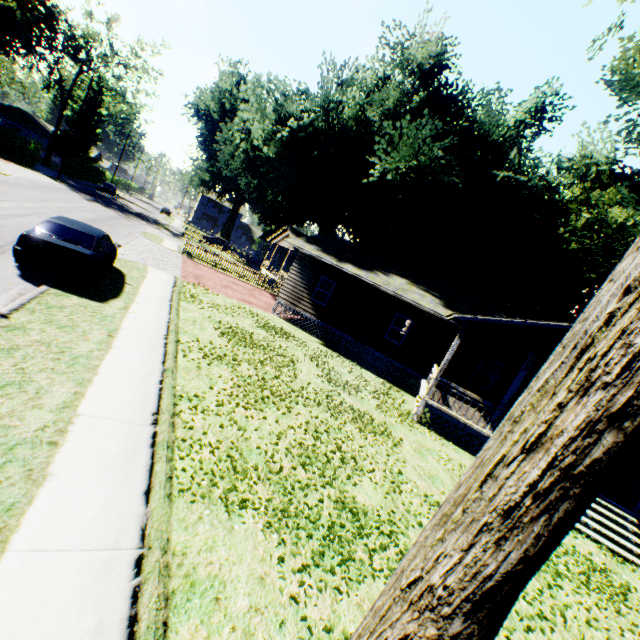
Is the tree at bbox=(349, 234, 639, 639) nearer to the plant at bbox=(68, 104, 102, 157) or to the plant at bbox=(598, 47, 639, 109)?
the plant at bbox=(598, 47, 639, 109)

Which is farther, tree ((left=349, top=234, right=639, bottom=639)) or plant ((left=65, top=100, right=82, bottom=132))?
plant ((left=65, top=100, right=82, bottom=132))

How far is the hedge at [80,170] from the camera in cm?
4661

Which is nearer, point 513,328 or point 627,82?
point 513,328

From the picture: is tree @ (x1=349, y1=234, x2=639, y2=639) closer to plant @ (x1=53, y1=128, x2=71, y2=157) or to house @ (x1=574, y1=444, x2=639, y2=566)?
house @ (x1=574, y1=444, x2=639, y2=566)

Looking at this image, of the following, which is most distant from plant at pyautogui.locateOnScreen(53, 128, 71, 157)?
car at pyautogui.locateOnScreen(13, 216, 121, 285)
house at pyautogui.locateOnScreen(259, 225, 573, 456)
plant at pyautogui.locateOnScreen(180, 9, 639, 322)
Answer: car at pyautogui.locateOnScreen(13, 216, 121, 285)

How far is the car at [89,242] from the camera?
8.8m
